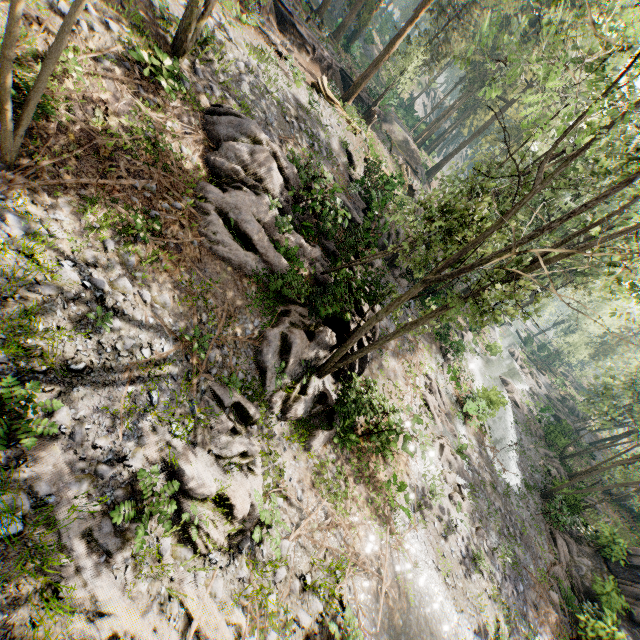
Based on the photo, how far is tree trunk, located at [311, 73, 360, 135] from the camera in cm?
2075

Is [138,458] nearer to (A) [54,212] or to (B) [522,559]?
(A) [54,212]

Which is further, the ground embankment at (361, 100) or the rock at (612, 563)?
the ground embankment at (361, 100)

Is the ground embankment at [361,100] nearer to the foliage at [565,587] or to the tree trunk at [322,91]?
the foliage at [565,587]

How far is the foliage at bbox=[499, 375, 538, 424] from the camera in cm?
3547

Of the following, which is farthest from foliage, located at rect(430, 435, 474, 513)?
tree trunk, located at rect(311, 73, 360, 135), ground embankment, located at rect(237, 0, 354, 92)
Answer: tree trunk, located at rect(311, 73, 360, 135)

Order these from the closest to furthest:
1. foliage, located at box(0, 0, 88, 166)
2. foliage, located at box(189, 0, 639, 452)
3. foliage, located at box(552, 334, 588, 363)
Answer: foliage, located at box(0, 0, 88, 166), foliage, located at box(189, 0, 639, 452), foliage, located at box(552, 334, 588, 363)
